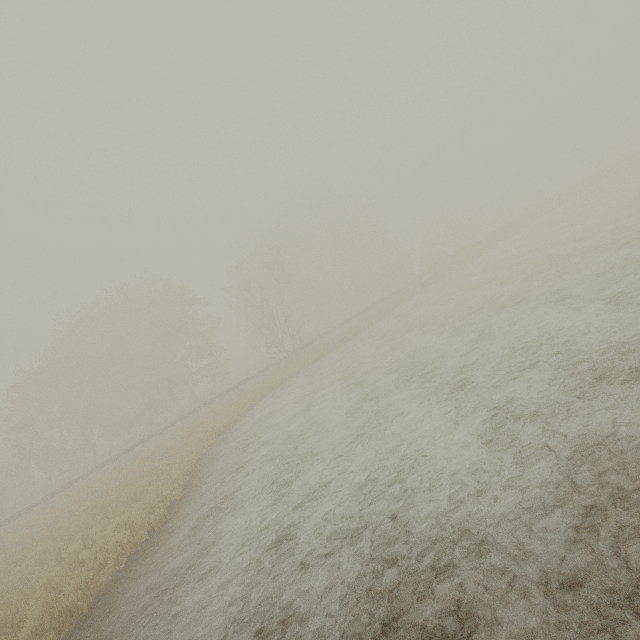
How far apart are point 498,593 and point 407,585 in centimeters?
102cm
